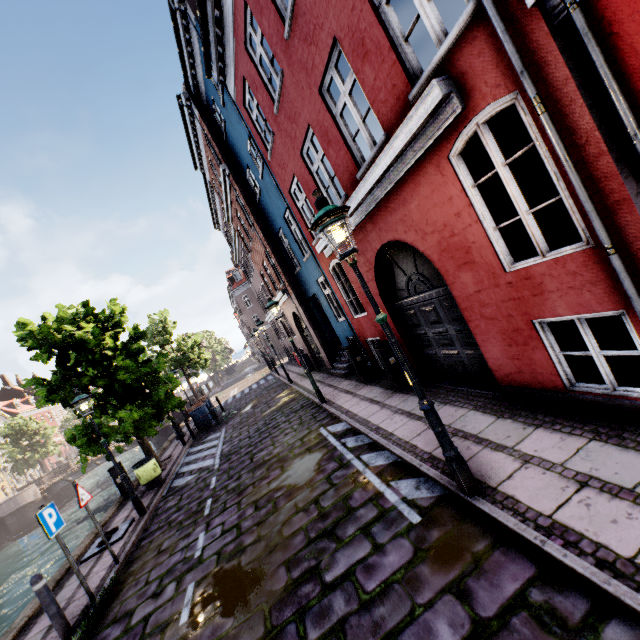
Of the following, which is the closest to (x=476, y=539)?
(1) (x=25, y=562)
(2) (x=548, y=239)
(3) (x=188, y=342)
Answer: (2) (x=548, y=239)

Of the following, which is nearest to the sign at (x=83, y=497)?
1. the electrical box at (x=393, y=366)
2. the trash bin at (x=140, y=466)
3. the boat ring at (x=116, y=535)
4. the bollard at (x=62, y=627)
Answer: the bollard at (x=62, y=627)

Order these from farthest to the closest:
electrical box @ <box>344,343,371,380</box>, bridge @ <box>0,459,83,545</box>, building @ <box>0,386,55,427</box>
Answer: building @ <box>0,386,55,427</box>, bridge @ <box>0,459,83,545</box>, electrical box @ <box>344,343,371,380</box>

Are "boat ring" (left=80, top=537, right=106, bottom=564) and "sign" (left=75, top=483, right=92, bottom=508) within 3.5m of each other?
yes

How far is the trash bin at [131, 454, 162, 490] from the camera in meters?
10.9 m

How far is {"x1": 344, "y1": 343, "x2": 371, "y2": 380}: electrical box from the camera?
10.59m

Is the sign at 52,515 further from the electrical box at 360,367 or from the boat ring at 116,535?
the electrical box at 360,367

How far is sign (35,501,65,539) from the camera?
5.4 meters
